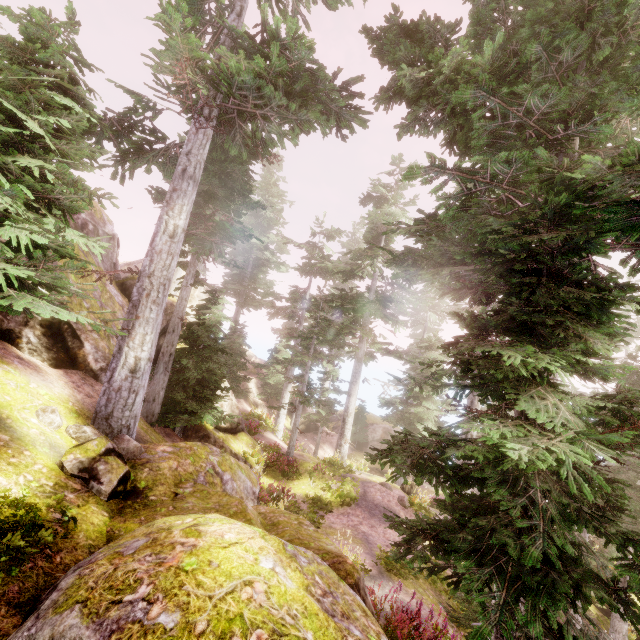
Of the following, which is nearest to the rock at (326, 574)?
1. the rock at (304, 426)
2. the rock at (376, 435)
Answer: the rock at (304, 426)

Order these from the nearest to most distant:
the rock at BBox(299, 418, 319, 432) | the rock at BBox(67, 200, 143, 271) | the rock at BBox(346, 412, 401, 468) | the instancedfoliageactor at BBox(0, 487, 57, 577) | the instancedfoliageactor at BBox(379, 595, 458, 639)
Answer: the instancedfoliageactor at BBox(0, 487, 57, 577), the instancedfoliageactor at BBox(379, 595, 458, 639), the rock at BBox(67, 200, 143, 271), the rock at BBox(346, 412, 401, 468), the rock at BBox(299, 418, 319, 432)

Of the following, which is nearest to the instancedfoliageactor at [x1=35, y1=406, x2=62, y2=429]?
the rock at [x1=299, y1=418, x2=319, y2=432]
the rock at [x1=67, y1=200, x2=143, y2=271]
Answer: the rock at [x1=67, y1=200, x2=143, y2=271]

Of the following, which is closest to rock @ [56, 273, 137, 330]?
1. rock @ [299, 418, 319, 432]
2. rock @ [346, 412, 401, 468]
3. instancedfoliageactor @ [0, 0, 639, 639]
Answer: instancedfoliageactor @ [0, 0, 639, 639]

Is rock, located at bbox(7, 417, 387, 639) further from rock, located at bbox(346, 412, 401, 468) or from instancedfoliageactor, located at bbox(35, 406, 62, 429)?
rock, located at bbox(346, 412, 401, 468)

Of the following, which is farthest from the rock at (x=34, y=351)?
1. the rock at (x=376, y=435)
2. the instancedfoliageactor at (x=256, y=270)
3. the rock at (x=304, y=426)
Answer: the rock at (x=376, y=435)

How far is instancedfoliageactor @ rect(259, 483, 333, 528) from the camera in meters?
12.3

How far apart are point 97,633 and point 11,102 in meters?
9.4 m
